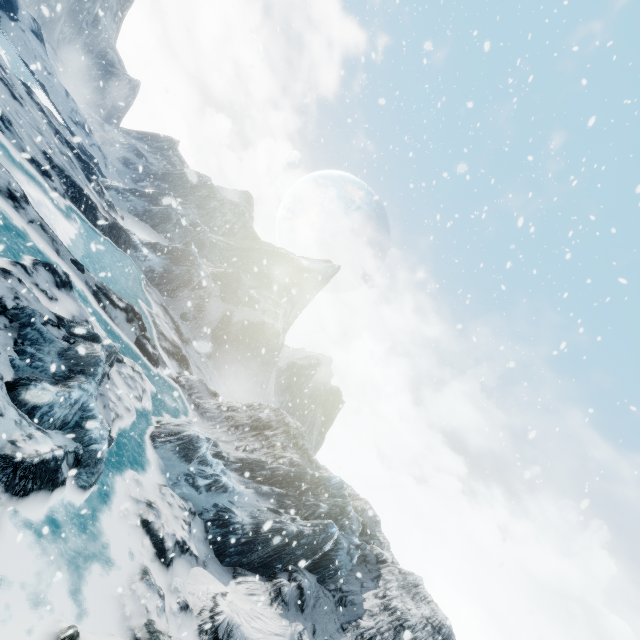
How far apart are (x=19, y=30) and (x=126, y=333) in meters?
62.4 m
